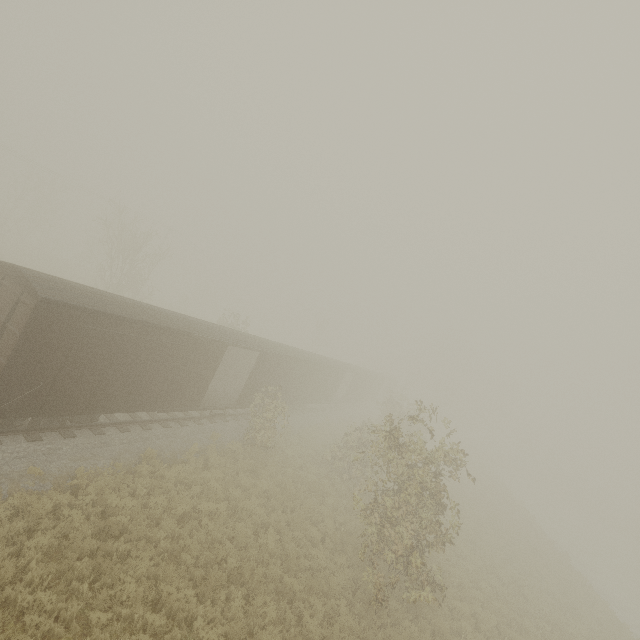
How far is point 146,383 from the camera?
12.6 meters
